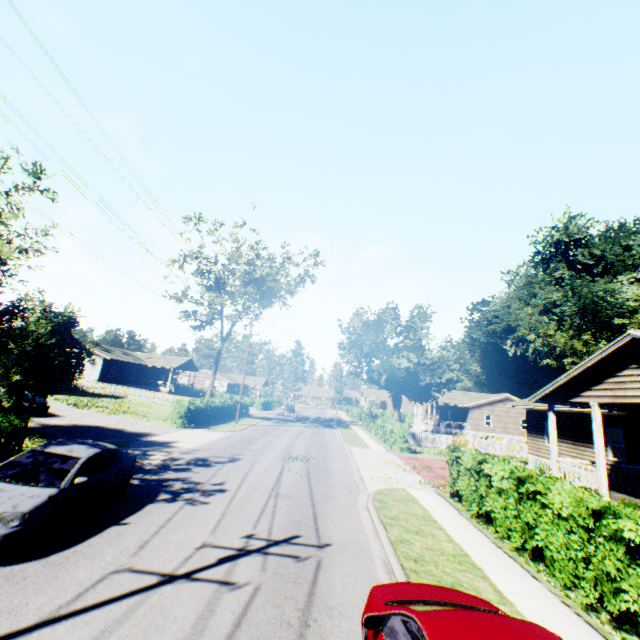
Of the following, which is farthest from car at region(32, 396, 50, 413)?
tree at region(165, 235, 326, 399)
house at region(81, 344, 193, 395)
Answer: house at region(81, 344, 193, 395)

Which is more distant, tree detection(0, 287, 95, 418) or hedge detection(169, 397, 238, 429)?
hedge detection(169, 397, 238, 429)

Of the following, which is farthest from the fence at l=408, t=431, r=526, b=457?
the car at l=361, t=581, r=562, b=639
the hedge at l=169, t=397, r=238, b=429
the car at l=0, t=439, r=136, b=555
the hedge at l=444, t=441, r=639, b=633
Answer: the car at l=361, t=581, r=562, b=639

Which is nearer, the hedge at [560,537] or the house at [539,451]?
the hedge at [560,537]

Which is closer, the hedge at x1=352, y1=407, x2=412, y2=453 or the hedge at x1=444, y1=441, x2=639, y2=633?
the hedge at x1=444, y1=441, x2=639, y2=633

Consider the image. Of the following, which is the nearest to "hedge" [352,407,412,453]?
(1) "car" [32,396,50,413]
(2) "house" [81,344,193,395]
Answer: (1) "car" [32,396,50,413]

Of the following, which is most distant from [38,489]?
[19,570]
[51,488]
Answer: [19,570]

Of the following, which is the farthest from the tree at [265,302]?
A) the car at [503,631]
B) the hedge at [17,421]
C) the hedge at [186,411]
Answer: the car at [503,631]
